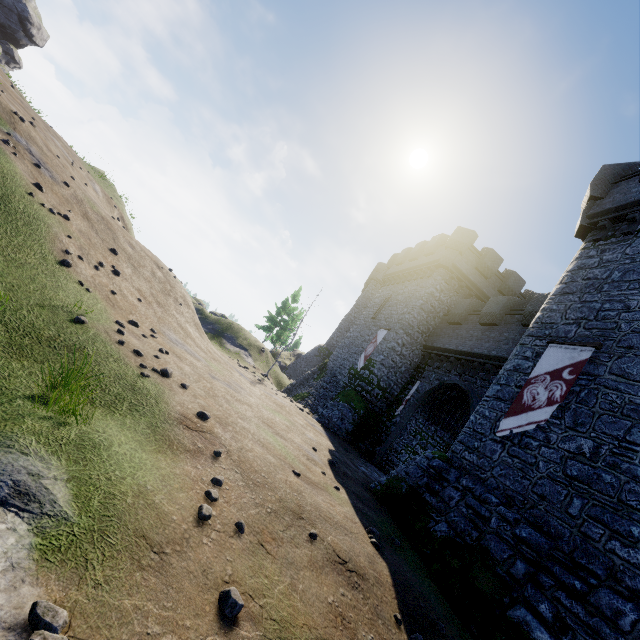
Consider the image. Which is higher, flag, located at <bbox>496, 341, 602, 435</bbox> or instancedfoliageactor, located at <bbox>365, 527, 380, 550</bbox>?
flag, located at <bbox>496, 341, 602, 435</bbox>

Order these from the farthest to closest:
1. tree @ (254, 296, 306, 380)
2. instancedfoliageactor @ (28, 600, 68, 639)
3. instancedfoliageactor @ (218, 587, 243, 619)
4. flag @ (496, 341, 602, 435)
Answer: tree @ (254, 296, 306, 380), flag @ (496, 341, 602, 435), instancedfoliageactor @ (218, 587, 243, 619), instancedfoliageactor @ (28, 600, 68, 639)

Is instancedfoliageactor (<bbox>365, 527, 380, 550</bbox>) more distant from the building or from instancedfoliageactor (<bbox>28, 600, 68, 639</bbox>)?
instancedfoliageactor (<bbox>28, 600, 68, 639</bbox>)

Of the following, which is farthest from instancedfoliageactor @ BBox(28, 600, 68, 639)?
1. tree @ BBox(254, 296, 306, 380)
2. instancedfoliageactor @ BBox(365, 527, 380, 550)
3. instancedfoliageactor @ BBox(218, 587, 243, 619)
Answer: tree @ BBox(254, 296, 306, 380)

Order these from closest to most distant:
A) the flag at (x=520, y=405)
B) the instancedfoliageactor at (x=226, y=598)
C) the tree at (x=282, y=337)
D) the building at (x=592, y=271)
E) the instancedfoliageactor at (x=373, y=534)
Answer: the instancedfoliageactor at (x=226, y=598) < the instancedfoliageactor at (x=373, y=534) < the building at (x=592, y=271) < the flag at (x=520, y=405) < the tree at (x=282, y=337)

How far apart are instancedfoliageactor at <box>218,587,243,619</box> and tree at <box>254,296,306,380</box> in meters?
42.1 m

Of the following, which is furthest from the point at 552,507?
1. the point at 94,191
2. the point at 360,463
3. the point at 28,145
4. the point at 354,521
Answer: the point at 94,191

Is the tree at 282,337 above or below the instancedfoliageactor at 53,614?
above
